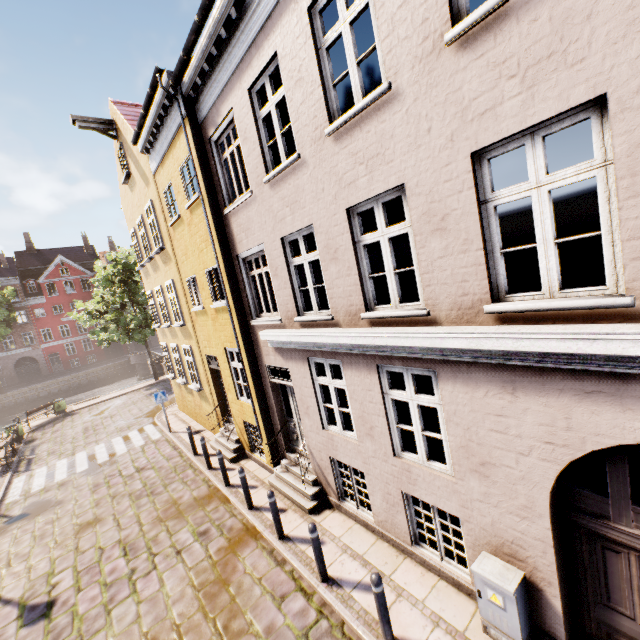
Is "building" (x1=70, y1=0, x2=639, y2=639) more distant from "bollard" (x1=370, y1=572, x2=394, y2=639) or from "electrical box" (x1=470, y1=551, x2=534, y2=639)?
"bollard" (x1=370, y1=572, x2=394, y2=639)

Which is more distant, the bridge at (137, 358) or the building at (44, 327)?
the building at (44, 327)

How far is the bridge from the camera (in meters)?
39.44

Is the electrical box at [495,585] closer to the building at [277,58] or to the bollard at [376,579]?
the building at [277,58]

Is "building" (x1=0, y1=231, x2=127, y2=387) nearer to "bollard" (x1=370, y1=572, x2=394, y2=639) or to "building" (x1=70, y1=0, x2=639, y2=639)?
"building" (x1=70, y1=0, x2=639, y2=639)

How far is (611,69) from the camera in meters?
2.6 m

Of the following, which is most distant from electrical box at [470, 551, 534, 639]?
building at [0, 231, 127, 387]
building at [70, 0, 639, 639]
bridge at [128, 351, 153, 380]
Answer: building at [0, 231, 127, 387]

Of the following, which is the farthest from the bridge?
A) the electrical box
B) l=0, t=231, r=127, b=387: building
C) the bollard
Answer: the electrical box
